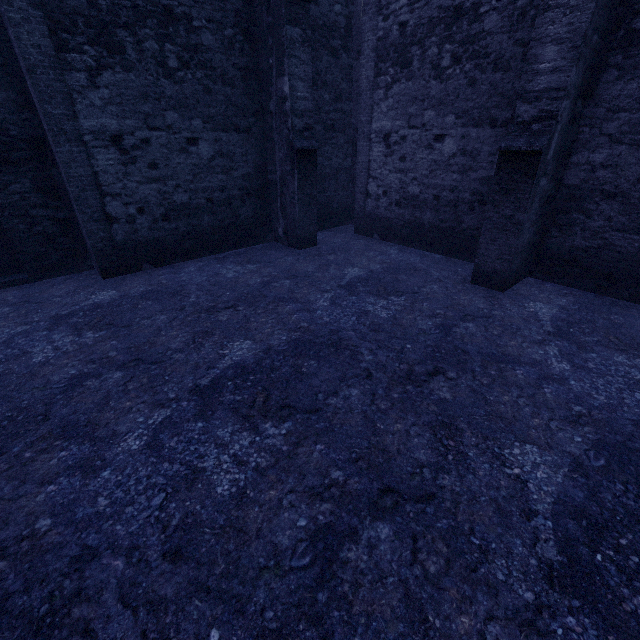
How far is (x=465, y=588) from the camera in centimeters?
194cm
